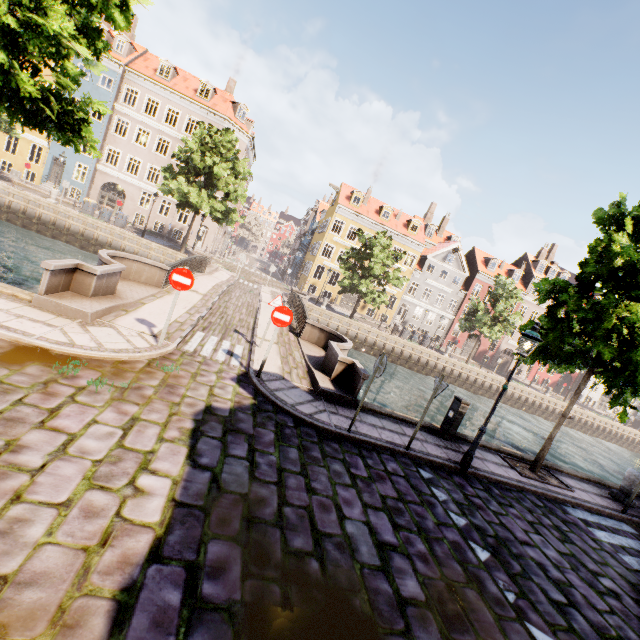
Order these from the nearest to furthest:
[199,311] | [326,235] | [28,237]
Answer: [199,311] → [28,237] → [326,235]

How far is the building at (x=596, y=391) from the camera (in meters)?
48.78

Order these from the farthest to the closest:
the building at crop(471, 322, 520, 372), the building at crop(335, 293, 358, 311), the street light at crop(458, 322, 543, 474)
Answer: the building at crop(471, 322, 520, 372), the building at crop(335, 293, 358, 311), the street light at crop(458, 322, 543, 474)

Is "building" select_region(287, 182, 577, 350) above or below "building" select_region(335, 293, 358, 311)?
above

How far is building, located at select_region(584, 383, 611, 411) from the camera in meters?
48.8

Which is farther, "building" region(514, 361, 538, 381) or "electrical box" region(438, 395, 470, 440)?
"building" region(514, 361, 538, 381)

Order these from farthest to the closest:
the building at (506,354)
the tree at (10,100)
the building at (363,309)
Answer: the building at (506,354)
the building at (363,309)
the tree at (10,100)

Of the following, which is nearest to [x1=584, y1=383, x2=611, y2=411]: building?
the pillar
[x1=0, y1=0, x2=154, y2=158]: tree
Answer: [x1=0, y1=0, x2=154, y2=158]: tree
